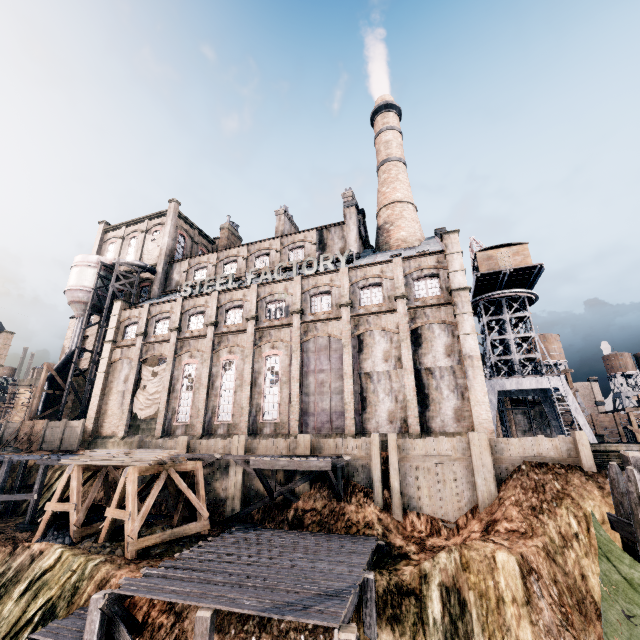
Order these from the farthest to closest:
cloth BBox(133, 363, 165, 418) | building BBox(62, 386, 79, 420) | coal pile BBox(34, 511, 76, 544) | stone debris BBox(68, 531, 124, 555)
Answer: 1. building BBox(62, 386, 79, 420)
2. cloth BBox(133, 363, 165, 418)
3. coal pile BBox(34, 511, 76, 544)
4. stone debris BBox(68, 531, 124, 555)

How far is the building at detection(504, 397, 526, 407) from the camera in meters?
46.5

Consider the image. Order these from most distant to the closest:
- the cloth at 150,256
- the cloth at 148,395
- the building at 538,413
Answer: the building at 538,413
the cloth at 150,256
the cloth at 148,395

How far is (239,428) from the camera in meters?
27.1 m

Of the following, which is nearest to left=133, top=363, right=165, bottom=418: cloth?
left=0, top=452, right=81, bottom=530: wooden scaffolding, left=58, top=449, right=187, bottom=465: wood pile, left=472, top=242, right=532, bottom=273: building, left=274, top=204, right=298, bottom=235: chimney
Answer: left=0, top=452, right=81, bottom=530: wooden scaffolding

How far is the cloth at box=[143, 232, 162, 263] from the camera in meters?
44.7

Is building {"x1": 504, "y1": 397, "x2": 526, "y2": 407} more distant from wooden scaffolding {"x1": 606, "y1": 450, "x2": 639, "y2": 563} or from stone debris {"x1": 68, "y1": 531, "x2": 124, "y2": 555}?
wooden scaffolding {"x1": 606, "y1": 450, "x2": 639, "y2": 563}

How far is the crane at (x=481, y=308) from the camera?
33.6m
